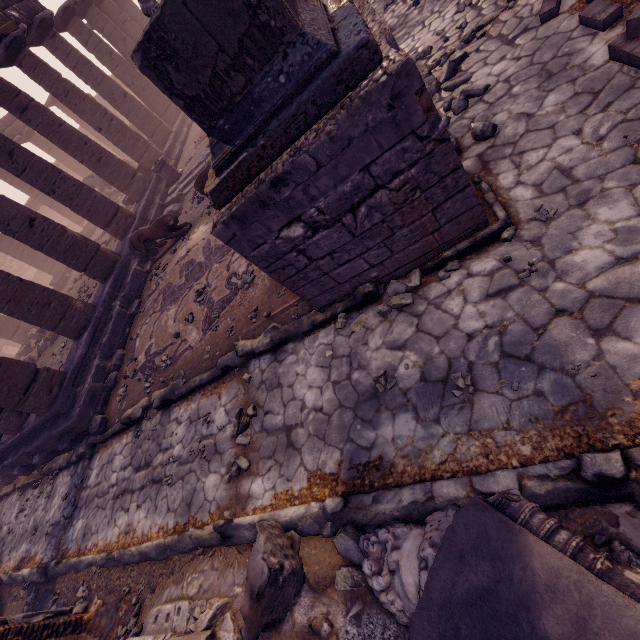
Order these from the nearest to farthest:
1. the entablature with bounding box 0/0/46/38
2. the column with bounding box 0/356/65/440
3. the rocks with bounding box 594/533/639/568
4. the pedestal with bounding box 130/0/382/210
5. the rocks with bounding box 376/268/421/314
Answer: the rocks with bounding box 594/533/639/568 → the pedestal with bounding box 130/0/382/210 → the rocks with bounding box 376/268/421/314 → the column with bounding box 0/356/65/440 → the entablature with bounding box 0/0/46/38

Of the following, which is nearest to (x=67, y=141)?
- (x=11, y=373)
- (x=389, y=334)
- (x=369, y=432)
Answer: (x=11, y=373)

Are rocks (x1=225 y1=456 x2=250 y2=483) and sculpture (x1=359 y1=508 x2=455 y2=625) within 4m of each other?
yes

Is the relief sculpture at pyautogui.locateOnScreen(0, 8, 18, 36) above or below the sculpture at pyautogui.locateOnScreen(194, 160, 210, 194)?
above

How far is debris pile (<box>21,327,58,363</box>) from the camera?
11.7 meters

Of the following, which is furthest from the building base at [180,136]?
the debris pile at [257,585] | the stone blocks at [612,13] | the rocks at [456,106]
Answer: the stone blocks at [612,13]

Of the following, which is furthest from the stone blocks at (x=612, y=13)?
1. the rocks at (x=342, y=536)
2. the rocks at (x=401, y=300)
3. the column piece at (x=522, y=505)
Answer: the rocks at (x=342, y=536)

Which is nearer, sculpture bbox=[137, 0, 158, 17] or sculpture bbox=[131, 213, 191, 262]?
sculpture bbox=[137, 0, 158, 17]
